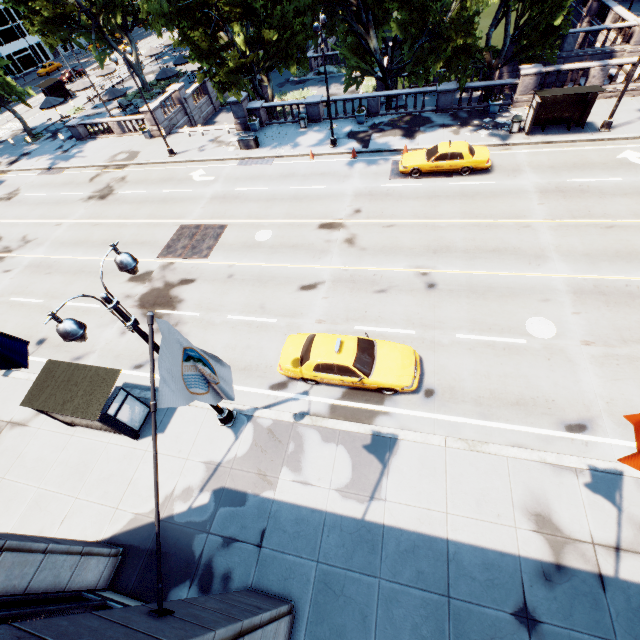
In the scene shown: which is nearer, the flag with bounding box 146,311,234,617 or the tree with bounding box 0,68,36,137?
the flag with bounding box 146,311,234,617

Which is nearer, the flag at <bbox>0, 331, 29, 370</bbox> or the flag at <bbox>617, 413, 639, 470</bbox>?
the flag at <bbox>617, 413, 639, 470</bbox>

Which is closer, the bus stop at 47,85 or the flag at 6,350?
the flag at 6,350

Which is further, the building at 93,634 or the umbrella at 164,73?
the umbrella at 164,73

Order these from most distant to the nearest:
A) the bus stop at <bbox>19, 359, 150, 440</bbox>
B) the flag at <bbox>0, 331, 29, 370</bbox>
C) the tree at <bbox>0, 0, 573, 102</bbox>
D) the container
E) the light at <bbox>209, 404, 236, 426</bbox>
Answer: the container → the tree at <bbox>0, 0, 573, 102</bbox> → the light at <bbox>209, 404, 236, 426</bbox> → the bus stop at <bbox>19, 359, 150, 440</bbox> → the flag at <bbox>0, 331, 29, 370</bbox>

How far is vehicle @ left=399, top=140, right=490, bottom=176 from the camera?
19.0m

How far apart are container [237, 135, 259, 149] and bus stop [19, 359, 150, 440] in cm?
2155

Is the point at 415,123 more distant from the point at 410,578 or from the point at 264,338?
the point at 410,578
